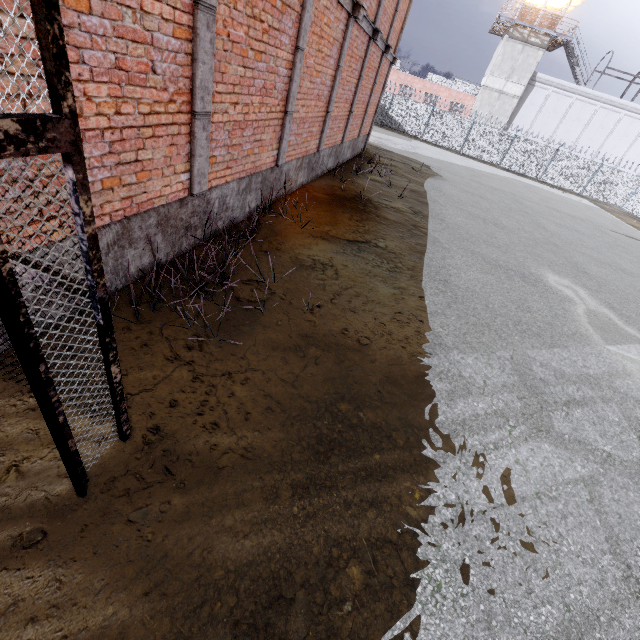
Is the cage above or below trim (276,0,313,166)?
below

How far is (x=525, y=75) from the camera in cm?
3266

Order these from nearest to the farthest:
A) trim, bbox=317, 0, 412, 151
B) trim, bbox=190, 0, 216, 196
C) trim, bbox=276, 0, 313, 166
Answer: trim, bbox=190, 0, 216, 196 < trim, bbox=276, 0, 313, 166 < trim, bbox=317, 0, 412, 151

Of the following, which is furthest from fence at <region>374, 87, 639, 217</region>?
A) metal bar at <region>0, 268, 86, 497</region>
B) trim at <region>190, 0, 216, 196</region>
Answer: metal bar at <region>0, 268, 86, 497</region>

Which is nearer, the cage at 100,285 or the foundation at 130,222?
the cage at 100,285

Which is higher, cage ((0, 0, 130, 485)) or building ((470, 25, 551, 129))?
building ((470, 25, 551, 129))

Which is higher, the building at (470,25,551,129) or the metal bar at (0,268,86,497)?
the building at (470,25,551,129)

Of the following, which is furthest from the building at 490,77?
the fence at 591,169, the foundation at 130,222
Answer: the foundation at 130,222
